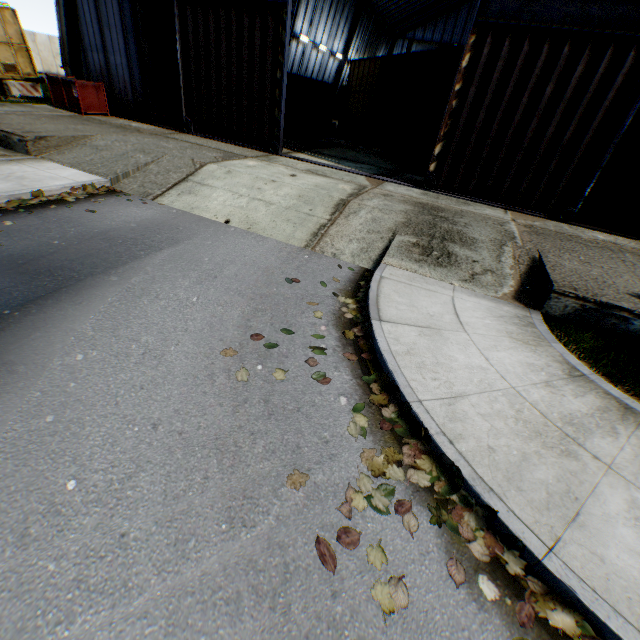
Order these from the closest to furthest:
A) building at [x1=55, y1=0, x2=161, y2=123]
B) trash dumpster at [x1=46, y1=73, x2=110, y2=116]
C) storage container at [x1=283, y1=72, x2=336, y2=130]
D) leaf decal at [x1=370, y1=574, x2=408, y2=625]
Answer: leaf decal at [x1=370, y1=574, x2=408, y2=625] < building at [x1=55, y1=0, x2=161, y2=123] < trash dumpster at [x1=46, y1=73, x2=110, y2=116] < storage container at [x1=283, y1=72, x2=336, y2=130]

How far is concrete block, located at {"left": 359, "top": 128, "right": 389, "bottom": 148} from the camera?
19.5m

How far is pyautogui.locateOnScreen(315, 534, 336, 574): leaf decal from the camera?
2.33m

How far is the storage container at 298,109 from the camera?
20.1m

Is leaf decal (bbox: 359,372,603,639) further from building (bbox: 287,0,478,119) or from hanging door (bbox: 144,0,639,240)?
building (bbox: 287,0,478,119)

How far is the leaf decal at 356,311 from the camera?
4.5m

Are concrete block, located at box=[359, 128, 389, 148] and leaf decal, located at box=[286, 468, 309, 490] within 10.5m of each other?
no

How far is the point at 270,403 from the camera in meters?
3.5
